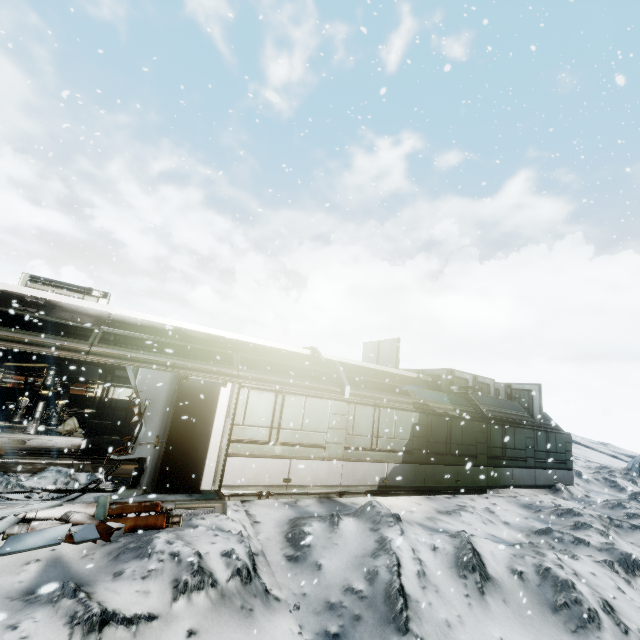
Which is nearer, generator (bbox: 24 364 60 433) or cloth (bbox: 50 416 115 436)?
generator (bbox: 24 364 60 433)

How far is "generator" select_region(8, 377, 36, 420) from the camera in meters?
11.4 m

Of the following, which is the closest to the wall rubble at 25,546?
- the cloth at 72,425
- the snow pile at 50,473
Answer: the snow pile at 50,473

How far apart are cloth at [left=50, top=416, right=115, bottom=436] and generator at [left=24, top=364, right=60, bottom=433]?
0.4 meters

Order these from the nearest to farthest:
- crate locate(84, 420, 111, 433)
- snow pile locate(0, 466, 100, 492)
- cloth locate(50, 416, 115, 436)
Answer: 1. snow pile locate(0, 466, 100, 492)
2. cloth locate(50, 416, 115, 436)
3. crate locate(84, 420, 111, 433)

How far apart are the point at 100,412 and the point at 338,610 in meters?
13.2 m

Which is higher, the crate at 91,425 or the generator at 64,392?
the generator at 64,392

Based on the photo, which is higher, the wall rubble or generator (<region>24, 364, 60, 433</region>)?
generator (<region>24, 364, 60, 433</region>)
